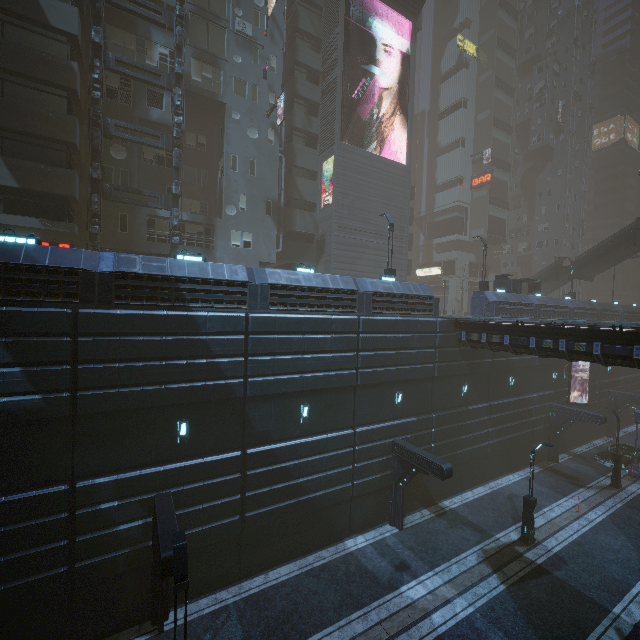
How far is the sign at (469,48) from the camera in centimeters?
4847cm

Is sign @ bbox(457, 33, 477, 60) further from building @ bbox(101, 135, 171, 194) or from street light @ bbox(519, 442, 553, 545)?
street light @ bbox(519, 442, 553, 545)

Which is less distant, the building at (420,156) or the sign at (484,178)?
the building at (420,156)

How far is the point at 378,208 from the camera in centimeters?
3123cm

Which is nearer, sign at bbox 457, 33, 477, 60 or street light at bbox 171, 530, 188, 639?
street light at bbox 171, 530, 188, 639

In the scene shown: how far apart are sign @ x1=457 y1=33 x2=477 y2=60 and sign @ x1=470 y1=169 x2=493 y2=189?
17.80m

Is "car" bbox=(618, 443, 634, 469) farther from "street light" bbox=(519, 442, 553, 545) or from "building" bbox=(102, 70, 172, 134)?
"street light" bbox=(519, 442, 553, 545)

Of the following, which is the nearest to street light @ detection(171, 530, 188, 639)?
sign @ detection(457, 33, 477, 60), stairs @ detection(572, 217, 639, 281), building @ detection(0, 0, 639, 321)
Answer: building @ detection(0, 0, 639, 321)
